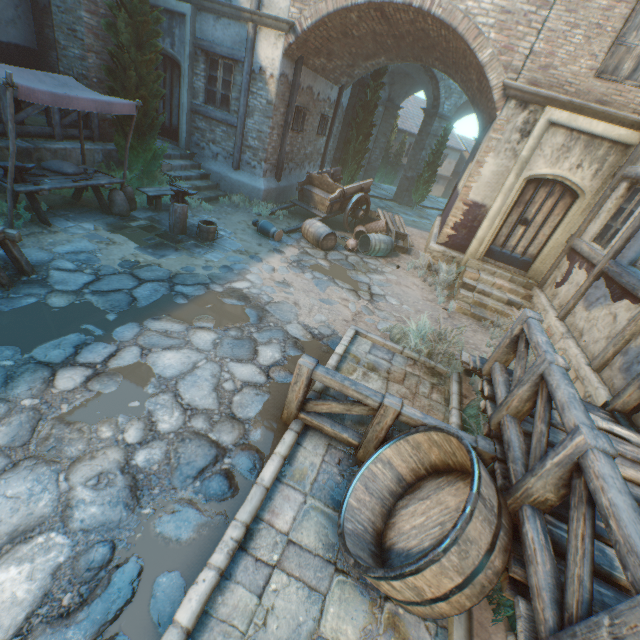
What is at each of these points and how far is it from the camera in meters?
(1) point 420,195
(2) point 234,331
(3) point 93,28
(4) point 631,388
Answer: (1) tree, 18.7 m
(2) ground stones, 5.2 m
(3) building, 7.6 m
(4) wood post, 4.4 m

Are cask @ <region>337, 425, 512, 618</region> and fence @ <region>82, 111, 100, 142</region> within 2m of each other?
no

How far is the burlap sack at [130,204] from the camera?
7.4m

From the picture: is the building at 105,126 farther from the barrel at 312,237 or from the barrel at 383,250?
the barrel at 312,237

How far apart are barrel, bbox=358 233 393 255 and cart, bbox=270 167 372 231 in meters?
1.3 m

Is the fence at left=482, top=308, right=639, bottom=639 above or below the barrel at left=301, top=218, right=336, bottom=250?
above

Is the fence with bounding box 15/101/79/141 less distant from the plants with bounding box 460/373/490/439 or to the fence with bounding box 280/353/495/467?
the fence with bounding box 280/353/495/467

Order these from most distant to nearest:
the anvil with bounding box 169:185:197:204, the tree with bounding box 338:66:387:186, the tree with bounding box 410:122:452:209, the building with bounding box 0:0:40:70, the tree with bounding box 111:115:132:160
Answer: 1. the tree with bounding box 410:122:452:209
2. the tree with bounding box 338:66:387:186
3. the building with bounding box 0:0:40:70
4. the tree with bounding box 111:115:132:160
5. the anvil with bounding box 169:185:197:204
